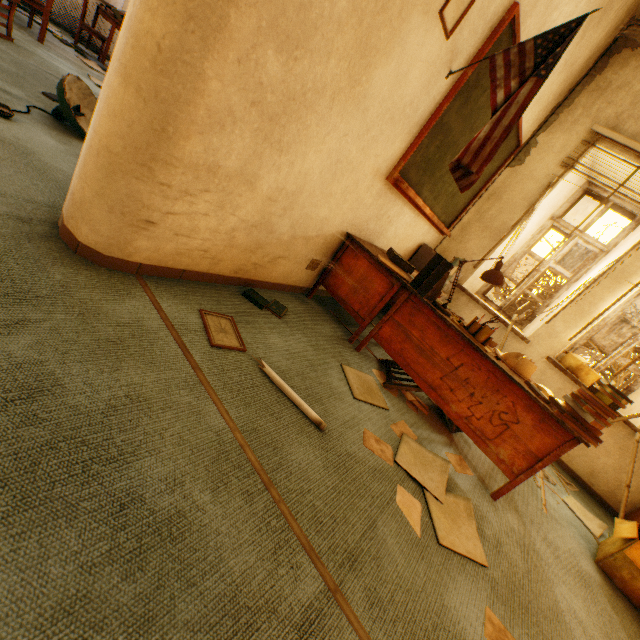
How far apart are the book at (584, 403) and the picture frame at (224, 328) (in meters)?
1.88

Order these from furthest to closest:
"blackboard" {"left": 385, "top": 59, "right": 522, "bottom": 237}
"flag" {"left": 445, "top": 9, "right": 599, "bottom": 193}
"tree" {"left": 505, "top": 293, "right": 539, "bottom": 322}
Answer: "tree" {"left": 505, "top": 293, "right": 539, "bottom": 322} → "blackboard" {"left": 385, "top": 59, "right": 522, "bottom": 237} → "flag" {"left": 445, "top": 9, "right": 599, "bottom": 193}

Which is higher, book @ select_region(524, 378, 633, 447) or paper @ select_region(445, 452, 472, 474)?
book @ select_region(524, 378, 633, 447)

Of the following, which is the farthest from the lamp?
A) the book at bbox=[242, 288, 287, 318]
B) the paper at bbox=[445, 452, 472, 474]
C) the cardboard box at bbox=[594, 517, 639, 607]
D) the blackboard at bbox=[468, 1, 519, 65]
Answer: the cardboard box at bbox=[594, 517, 639, 607]

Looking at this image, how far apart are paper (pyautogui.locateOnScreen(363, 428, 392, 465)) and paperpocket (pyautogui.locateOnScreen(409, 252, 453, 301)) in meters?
1.1

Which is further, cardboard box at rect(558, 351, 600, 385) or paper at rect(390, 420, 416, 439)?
cardboard box at rect(558, 351, 600, 385)

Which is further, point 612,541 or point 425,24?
point 612,541

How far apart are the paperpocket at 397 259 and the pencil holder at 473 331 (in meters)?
0.77
